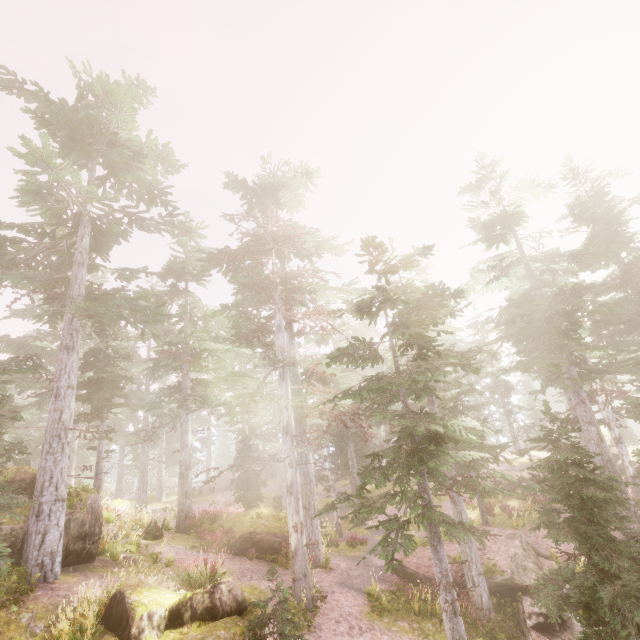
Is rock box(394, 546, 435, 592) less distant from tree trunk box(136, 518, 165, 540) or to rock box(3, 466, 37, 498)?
rock box(3, 466, 37, 498)

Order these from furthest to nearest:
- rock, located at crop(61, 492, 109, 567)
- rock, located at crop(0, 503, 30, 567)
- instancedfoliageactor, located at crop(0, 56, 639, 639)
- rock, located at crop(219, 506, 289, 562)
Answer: rock, located at crop(219, 506, 289, 562)
rock, located at crop(61, 492, 109, 567)
rock, located at crop(0, 503, 30, 567)
instancedfoliageactor, located at crop(0, 56, 639, 639)

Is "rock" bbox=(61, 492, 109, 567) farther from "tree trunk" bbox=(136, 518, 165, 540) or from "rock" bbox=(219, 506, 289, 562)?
"rock" bbox=(219, 506, 289, 562)

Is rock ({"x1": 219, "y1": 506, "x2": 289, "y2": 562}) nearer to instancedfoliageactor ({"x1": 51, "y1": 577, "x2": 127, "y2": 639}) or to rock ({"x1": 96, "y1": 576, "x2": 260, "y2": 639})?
instancedfoliageactor ({"x1": 51, "y1": 577, "x2": 127, "y2": 639})

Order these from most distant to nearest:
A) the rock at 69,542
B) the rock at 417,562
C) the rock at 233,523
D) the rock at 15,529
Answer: the rock at 233,523 < the rock at 417,562 < the rock at 69,542 < the rock at 15,529

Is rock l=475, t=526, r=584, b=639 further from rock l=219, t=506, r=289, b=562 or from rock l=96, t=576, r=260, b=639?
rock l=96, t=576, r=260, b=639

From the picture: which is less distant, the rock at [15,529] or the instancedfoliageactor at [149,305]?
the instancedfoliageactor at [149,305]

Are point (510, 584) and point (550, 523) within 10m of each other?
yes
